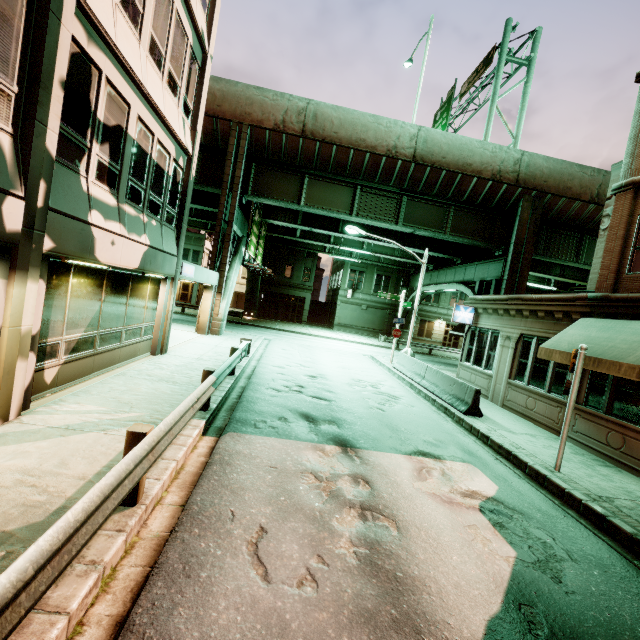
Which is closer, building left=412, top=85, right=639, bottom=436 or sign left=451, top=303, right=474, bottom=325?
building left=412, top=85, right=639, bottom=436

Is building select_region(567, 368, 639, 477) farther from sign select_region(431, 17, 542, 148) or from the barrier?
sign select_region(431, 17, 542, 148)

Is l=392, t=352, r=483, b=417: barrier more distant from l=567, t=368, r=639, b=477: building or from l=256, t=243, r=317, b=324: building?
l=256, t=243, r=317, b=324: building

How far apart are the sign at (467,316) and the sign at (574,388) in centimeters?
885cm

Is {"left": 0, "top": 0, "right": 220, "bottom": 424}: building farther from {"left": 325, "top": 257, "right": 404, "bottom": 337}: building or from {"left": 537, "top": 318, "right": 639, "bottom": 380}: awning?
{"left": 325, "top": 257, "right": 404, "bottom": 337}: building

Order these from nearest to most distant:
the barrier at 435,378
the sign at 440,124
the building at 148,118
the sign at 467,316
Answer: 1. the building at 148,118
2. the barrier at 435,378
3. the sign at 467,316
4. the sign at 440,124

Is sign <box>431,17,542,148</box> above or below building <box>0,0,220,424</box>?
above

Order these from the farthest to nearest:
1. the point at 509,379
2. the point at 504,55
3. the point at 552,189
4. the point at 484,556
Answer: the point at 504,55
the point at 552,189
the point at 509,379
the point at 484,556
